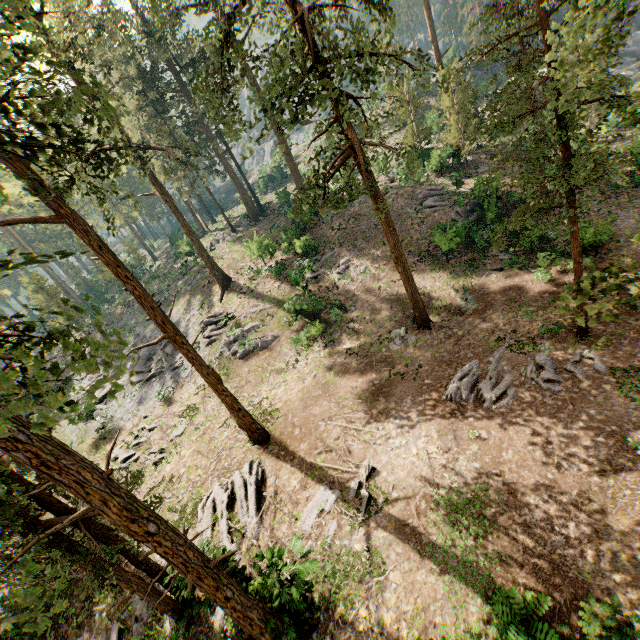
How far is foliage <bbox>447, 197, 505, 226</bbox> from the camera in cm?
2459

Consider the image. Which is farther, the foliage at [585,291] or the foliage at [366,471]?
the foliage at [366,471]

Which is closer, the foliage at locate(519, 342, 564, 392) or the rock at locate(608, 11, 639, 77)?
the foliage at locate(519, 342, 564, 392)

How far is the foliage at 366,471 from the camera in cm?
1215

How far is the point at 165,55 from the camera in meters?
28.8

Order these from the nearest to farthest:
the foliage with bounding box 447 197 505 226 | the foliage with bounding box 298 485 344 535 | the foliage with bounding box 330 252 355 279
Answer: the foliage with bounding box 298 485 344 535
the foliage with bounding box 447 197 505 226
the foliage with bounding box 330 252 355 279
